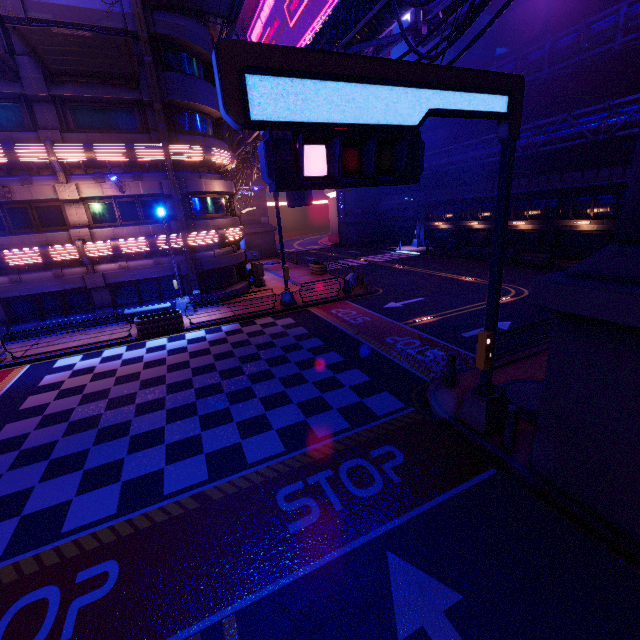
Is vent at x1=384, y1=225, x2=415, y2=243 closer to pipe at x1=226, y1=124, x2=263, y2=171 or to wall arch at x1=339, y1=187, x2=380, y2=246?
wall arch at x1=339, y1=187, x2=380, y2=246

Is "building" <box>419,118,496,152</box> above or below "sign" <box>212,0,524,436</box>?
above

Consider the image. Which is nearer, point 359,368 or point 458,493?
point 458,493

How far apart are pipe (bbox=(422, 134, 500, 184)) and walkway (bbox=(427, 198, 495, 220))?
2.8 meters

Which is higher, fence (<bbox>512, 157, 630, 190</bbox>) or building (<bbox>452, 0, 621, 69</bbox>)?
building (<bbox>452, 0, 621, 69</bbox>)

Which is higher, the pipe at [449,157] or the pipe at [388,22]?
the pipe at [388,22]

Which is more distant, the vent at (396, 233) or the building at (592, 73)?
the vent at (396, 233)

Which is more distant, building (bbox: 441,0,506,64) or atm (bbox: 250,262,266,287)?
building (bbox: 441,0,506,64)
